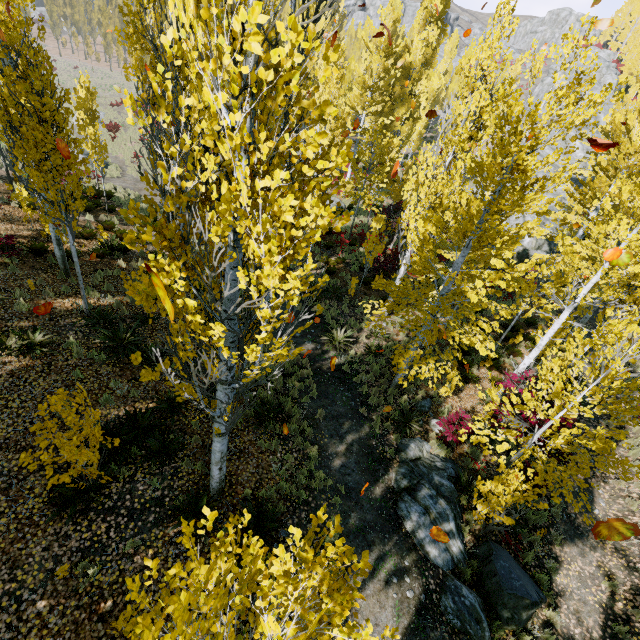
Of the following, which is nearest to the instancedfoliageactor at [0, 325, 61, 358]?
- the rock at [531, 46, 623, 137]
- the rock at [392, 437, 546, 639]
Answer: the rock at [531, 46, 623, 137]

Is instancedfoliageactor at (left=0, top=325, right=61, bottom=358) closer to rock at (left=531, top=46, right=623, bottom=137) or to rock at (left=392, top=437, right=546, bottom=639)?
rock at (left=531, top=46, right=623, bottom=137)

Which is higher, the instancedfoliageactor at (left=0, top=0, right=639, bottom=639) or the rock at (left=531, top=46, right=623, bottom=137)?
the rock at (left=531, top=46, right=623, bottom=137)

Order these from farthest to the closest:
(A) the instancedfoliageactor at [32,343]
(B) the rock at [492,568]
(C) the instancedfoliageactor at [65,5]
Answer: (C) the instancedfoliageactor at [65,5] → (A) the instancedfoliageactor at [32,343] → (B) the rock at [492,568]

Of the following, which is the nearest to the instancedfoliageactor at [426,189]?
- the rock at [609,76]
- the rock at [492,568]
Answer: the rock at [609,76]

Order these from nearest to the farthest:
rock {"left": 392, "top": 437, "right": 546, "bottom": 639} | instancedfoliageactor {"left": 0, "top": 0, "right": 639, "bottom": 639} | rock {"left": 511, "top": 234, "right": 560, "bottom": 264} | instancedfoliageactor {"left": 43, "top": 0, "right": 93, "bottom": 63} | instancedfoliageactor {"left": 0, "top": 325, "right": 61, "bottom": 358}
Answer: instancedfoliageactor {"left": 0, "top": 0, "right": 639, "bottom": 639} < rock {"left": 392, "top": 437, "right": 546, "bottom": 639} < instancedfoliageactor {"left": 0, "top": 325, "right": 61, "bottom": 358} < rock {"left": 511, "top": 234, "right": 560, "bottom": 264} < instancedfoliageactor {"left": 43, "top": 0, "right": 93, "bottom": 63}

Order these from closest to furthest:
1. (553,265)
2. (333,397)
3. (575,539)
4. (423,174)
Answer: (575,539), (333,397), (423,174), (553,265)
